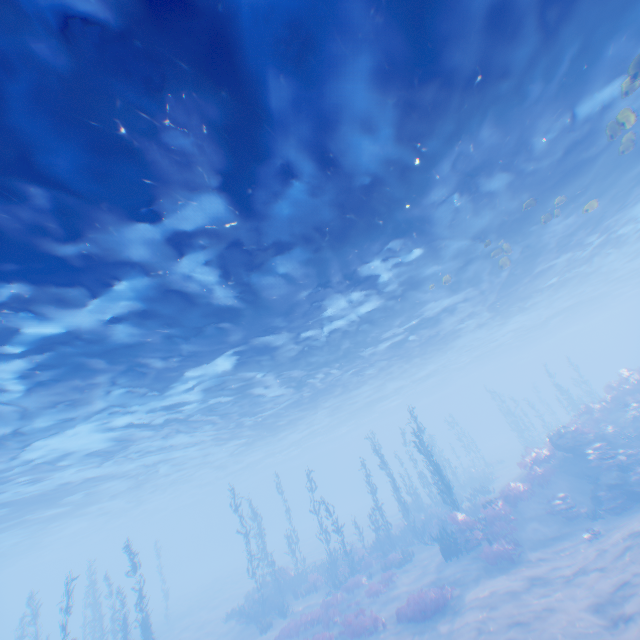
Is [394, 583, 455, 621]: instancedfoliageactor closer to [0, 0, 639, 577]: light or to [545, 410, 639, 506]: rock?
[545, 410, 639, 506]: rock

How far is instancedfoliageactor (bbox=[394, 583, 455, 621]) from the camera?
13.4 meters

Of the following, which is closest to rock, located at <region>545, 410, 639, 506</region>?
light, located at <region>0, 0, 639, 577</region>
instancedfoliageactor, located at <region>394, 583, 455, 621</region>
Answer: instancedfoliageactor, located at <region>394, 583, 455, 621</region>

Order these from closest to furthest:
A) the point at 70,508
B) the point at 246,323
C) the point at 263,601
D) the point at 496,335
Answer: the point at 246,323, the point at 263,601, the point at 70,508, the point at 496,335

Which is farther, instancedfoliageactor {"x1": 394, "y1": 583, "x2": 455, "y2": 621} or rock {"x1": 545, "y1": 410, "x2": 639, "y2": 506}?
rock {"x1": 545, "y1": 410, "x2": 639, "y2": 506}

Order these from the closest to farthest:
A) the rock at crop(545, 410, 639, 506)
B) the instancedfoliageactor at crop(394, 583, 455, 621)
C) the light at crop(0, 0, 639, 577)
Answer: the light at crop(0, 0, 639, 577) < the instancedfoliageactor at crop(394, 583, 455, 621) < the rock at crop(545, 410, 639, 506)

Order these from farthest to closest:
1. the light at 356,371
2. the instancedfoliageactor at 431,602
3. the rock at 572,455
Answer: the rock at 572,455 < the instancedfoliageactor at 431,602 < the light at 356,371

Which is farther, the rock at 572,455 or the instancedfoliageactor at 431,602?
the rock at 572,455
